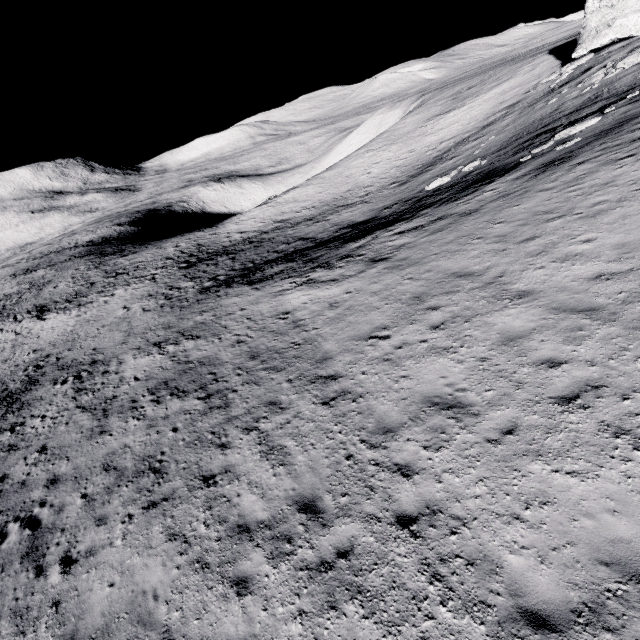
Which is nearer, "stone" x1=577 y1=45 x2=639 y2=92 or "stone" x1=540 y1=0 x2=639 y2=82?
"stone" x1=577 y1=45 x2=639 y2=92

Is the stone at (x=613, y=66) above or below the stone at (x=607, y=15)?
below

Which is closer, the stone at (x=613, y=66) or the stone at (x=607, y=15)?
the stone at (x=613, y=66)

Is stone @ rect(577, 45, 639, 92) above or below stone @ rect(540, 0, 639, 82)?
below

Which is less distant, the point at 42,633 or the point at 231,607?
the point at 231,607
